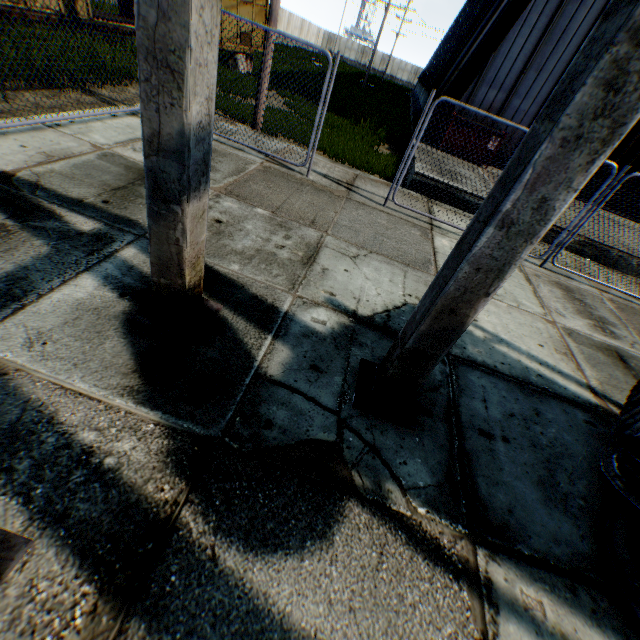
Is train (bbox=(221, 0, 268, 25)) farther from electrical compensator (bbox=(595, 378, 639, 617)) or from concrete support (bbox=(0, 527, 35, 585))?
electrical compensator (bbox=(595, 378, 639, 617))

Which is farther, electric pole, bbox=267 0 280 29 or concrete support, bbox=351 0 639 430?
electric pole, bbox=267 0 280 29

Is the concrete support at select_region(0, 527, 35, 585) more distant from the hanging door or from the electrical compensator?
the hanging door

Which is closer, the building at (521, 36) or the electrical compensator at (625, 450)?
the electrical compensator at (625, 450)

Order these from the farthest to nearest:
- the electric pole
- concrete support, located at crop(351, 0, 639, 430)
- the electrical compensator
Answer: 1. the electric pole
2. the electrical compensator
3. concrete support, located at crop(351, 0, 639, 430)

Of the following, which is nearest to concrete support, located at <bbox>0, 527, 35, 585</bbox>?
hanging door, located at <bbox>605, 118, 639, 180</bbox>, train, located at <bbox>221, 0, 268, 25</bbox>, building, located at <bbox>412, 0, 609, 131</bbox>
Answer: train, located at <bbox>221, 0, 268, 25</bbox>

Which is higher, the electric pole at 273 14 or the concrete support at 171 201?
the electric pole at 273 14

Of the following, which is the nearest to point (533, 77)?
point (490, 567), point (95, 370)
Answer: point (490, 567)
